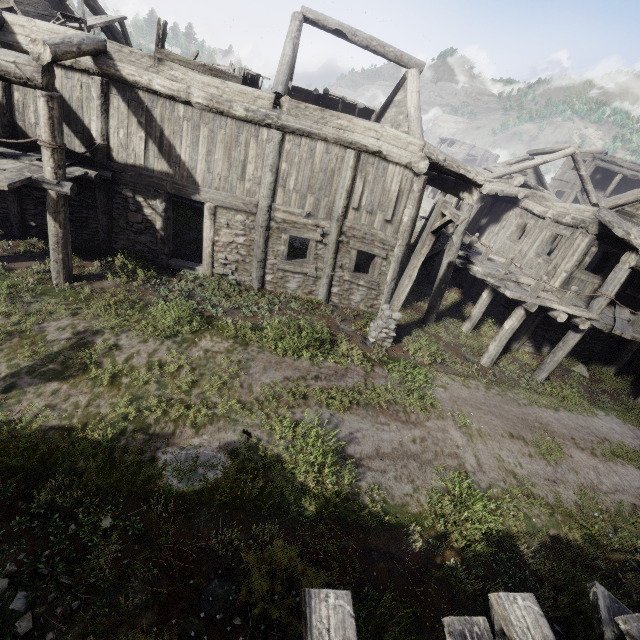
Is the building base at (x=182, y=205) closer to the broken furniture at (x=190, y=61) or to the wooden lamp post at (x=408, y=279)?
the broken furniture at (x=190, y=61)

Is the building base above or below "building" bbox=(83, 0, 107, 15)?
below

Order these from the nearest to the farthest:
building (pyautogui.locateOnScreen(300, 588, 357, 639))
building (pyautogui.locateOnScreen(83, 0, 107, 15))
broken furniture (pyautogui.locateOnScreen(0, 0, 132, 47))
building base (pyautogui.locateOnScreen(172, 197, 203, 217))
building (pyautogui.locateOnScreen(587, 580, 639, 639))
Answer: building (pyautogui.locateOnScreen(300, 588, 357, 639))
building (pyautogui.locateOnScreen(587, 580, 639, 639))
broken furniture (pyautogui.locateOnScreen(0, 0, 132, 47))
building (pyautogui.locateOnScreen(83, 0, 107, 15))
building base (pyautogui.locateOnScreen(172, 197, 203, 217))

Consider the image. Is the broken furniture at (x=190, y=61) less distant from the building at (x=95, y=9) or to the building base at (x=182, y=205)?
the building at (x=95, y=9)

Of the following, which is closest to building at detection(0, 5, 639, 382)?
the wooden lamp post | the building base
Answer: the building base

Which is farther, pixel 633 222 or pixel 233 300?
pixel 633 222

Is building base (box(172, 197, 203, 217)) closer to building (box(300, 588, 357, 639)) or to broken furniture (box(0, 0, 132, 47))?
building (box(300, 588, 357, 639))
